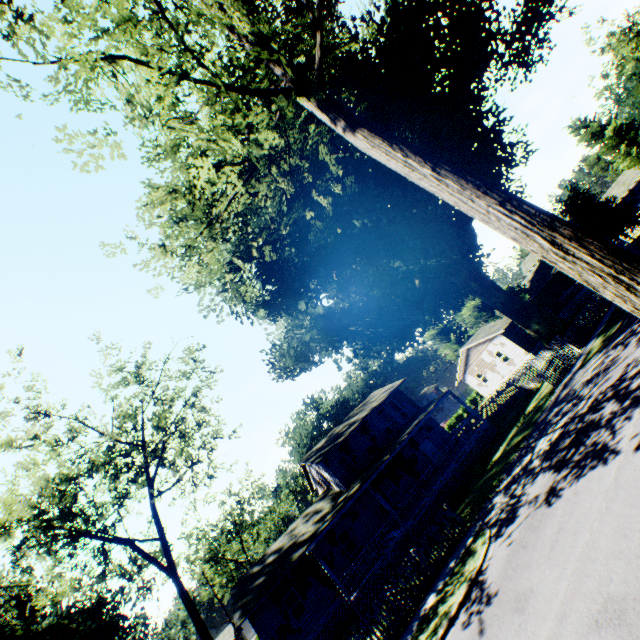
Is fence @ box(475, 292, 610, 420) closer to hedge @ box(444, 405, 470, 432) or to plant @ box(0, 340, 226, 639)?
plant @ box(0, 340, 226, 639)

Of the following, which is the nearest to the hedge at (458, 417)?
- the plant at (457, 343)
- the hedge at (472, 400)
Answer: the hedge at (472, 400)

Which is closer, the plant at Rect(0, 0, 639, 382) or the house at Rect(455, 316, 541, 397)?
the plant at Rect(0, 0, 639, 382)

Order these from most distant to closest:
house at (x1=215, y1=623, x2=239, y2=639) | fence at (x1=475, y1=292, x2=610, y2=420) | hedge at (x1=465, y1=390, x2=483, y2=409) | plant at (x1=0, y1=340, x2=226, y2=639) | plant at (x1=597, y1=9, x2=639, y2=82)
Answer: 1. house at (x1=215, y1=623, x2=239, y2=639)
2. hedge at (x1=465, y1=390, x2=483, y2=409)
3. plant at (x1=597, y1=9, x2=639, y2=82)
4. plant at (x1=0, y1=340, x2=226, y2=639)
5. fence at (x1=475, y1=292, x2=610, y2=420)

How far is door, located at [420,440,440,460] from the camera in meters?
27.5

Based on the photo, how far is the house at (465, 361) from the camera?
34.5 meters

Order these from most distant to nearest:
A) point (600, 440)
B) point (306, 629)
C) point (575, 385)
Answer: point (306, 629) → point (575, 385) → point (600, 440)

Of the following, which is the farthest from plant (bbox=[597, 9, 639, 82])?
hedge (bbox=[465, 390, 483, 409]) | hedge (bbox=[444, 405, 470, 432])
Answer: hedge (bbox=[444, 405, 470, 432])
